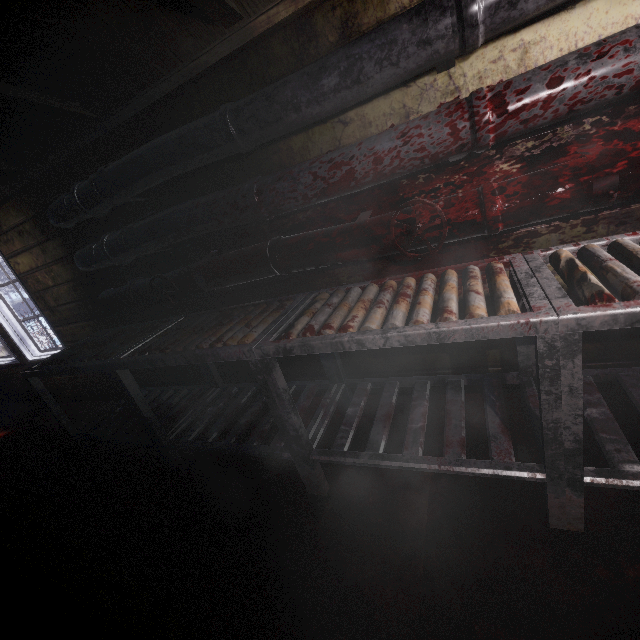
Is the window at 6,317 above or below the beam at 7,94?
below

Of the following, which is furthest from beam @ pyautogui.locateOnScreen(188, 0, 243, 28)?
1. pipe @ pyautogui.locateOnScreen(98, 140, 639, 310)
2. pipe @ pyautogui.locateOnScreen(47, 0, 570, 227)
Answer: pipe @ pyautogui.locateOnScreen(98, 140, 639, 310)

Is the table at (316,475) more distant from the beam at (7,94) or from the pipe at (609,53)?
the beam at (7,94)

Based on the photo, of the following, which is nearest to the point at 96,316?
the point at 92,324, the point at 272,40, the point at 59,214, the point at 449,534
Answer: the point at 92,324

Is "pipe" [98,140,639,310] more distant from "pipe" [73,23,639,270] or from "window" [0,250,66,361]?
"window" [0,250,66,361]

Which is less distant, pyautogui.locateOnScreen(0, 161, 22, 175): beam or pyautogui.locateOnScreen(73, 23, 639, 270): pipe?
pyautogui.locateOnScreen(73, 23, 639, 270): pipe

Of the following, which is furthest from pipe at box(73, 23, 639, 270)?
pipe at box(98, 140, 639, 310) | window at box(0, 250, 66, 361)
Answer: window at box(0, 250, 66, 361)

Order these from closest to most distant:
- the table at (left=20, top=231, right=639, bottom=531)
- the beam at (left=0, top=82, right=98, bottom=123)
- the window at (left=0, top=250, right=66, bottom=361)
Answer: the table at (left=20, top=231, right=639, bottom=531) < the beam at (left=0, top=82, right=98, bottom=123) < the window at (left=0, top=250, right=66, bottom=361)
